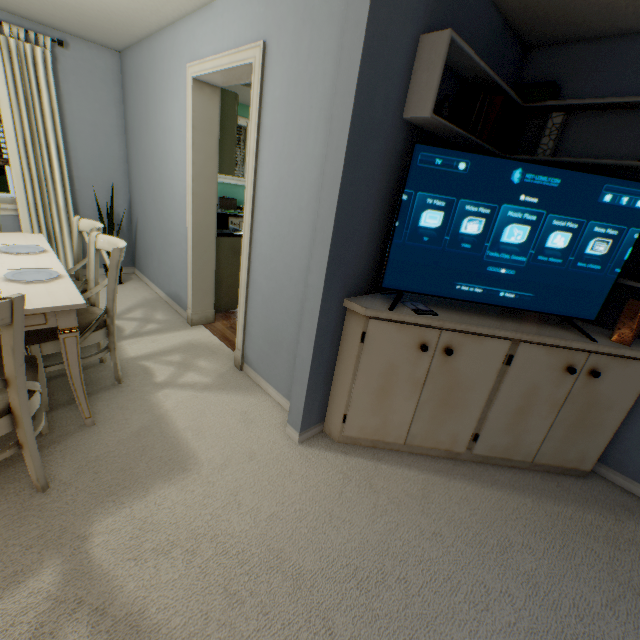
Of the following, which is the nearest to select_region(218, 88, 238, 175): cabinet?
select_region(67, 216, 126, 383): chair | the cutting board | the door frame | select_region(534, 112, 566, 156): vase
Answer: the door frame

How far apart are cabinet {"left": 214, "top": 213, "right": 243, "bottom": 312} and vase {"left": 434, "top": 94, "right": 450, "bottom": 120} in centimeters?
237cm

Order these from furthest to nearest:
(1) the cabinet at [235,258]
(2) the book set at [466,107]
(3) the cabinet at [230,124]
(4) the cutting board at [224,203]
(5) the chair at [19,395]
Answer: (4) the cutting board at [224,203] < (1) the cabinet at [235,258] < (3) the cabinet at [230,124] < (2) the book set at [466,107] < (5) the chair at [19,395]

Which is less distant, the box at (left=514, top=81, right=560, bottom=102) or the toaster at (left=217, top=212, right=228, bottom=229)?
the box at (left=514, top=81, right=560, bottom=102)

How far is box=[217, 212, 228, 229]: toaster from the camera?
3.4m

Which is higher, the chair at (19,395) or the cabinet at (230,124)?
the cabinet at (230,124)

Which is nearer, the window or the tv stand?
the tv stand

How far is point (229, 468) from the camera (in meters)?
1.75
